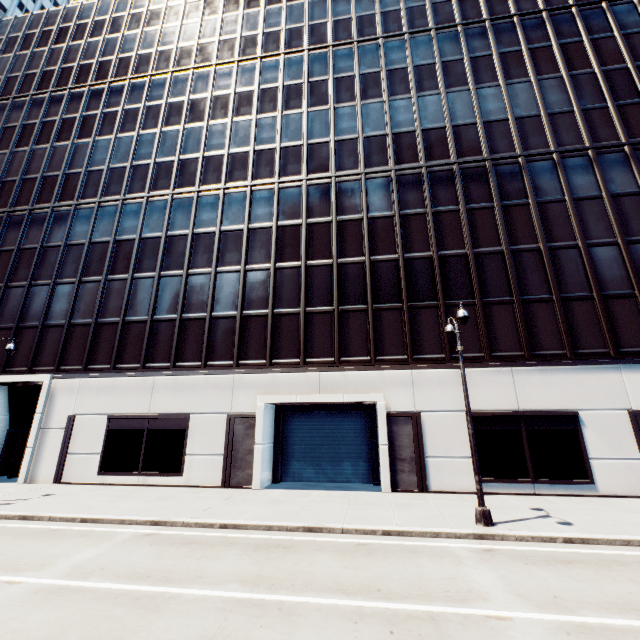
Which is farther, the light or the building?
the building

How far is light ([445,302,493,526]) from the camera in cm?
1041

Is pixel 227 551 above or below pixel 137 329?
below

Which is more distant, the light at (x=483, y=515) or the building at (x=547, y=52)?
the building at (x=547, y=52)

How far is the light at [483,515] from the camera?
10.4m
